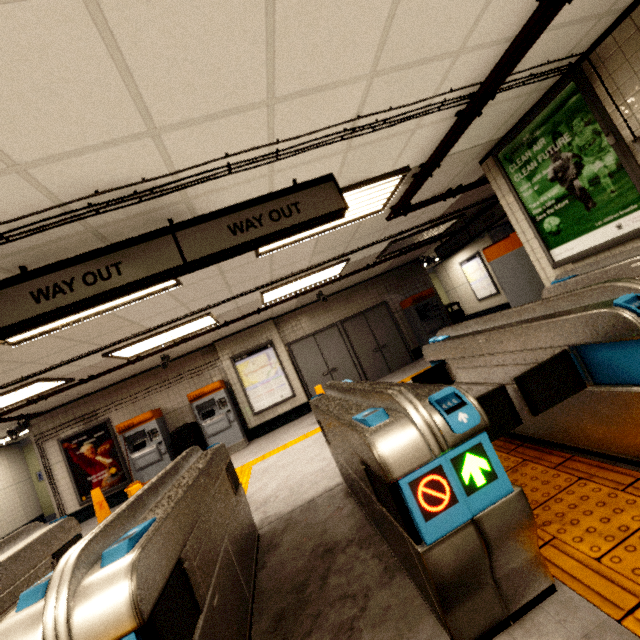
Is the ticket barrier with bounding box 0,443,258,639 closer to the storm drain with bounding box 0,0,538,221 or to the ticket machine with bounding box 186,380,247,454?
the storm drain with bounding box 0,0,538,221

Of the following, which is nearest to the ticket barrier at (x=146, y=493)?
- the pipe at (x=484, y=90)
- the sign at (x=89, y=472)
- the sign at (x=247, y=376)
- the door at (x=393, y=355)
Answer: the pipe at (x=484, y=90)

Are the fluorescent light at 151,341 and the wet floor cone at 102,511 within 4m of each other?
yes

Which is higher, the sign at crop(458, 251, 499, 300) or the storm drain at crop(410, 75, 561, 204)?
the storm drain at crop(410, 75, 561, 204)

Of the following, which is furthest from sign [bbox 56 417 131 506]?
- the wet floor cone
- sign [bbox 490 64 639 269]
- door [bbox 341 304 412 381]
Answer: sign [bbox 490 64 639 269]

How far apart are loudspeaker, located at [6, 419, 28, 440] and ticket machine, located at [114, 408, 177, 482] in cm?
226

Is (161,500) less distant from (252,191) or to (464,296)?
(252,191)

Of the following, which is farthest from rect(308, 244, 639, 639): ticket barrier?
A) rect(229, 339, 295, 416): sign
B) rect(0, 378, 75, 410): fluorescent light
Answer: rect(229, 339, 295, 416): sign
